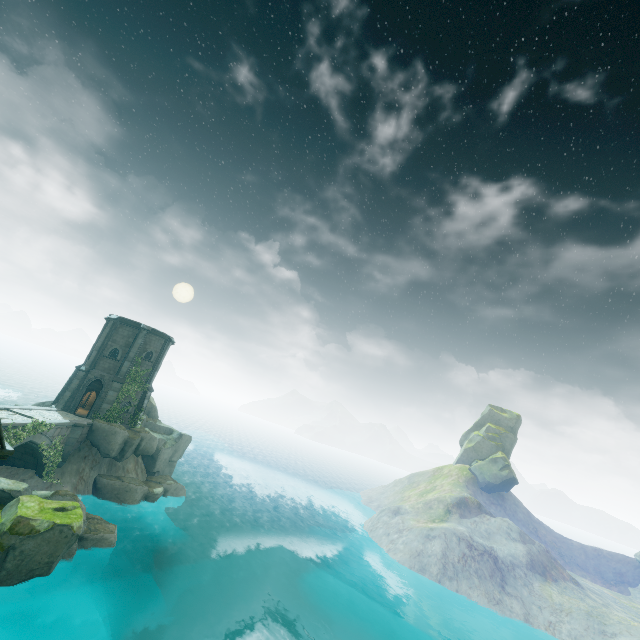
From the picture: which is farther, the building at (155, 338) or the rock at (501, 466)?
the rock at (501, 466)

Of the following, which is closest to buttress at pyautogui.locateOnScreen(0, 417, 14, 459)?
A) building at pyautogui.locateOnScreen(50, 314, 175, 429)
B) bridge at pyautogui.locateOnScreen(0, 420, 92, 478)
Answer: bridge at pyautogui.locateOnScreen(0, 420, 92, 478)

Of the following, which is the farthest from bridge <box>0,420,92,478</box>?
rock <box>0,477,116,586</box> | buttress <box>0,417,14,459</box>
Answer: buttress <box>0,417,14,459</box>

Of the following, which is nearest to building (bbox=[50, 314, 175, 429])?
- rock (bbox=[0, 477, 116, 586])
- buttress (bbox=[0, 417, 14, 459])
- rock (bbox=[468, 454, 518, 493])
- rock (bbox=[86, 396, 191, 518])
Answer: rock (bbox=[86, 396, 191, 518])

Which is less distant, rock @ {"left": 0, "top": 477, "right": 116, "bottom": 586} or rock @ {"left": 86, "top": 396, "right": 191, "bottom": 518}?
rock @ {"left": 0, "top": 477, "right": 116, "bottom": 586}

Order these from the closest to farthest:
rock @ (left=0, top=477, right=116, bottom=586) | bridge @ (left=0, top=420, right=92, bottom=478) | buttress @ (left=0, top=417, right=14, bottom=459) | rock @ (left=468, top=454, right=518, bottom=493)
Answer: buttress @ (left=0, top=417, right=14, bottom=459), rock @ (left=0, top=477, right=116, bottom=586), bridge @ (left=0, top=420, right=92, bottom=478), rock @ (left=468, top=454, right=518, bottom=493)

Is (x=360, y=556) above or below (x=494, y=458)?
below

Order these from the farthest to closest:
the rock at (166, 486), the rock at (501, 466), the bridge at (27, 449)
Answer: the rock at (501, 466) → the rock at (166, 486) → the bridge at (27, 449)
